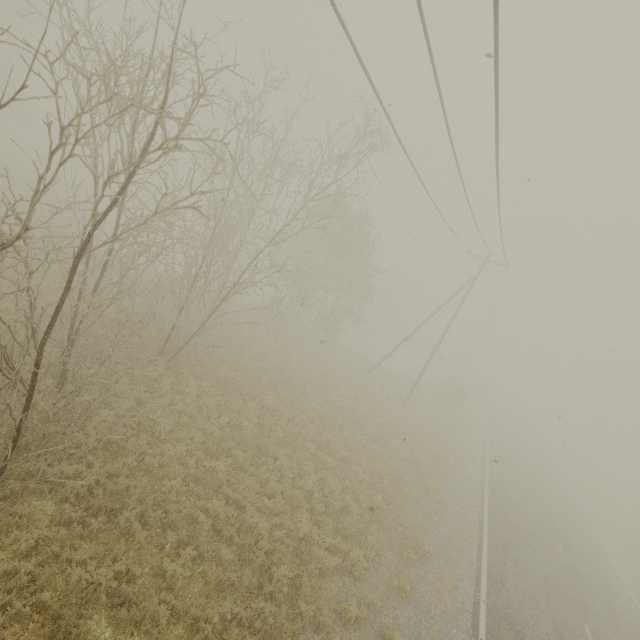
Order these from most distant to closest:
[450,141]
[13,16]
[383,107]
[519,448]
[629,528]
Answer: [13,16] → [519,448] → [629,528] → [450,141] → [383,107]
